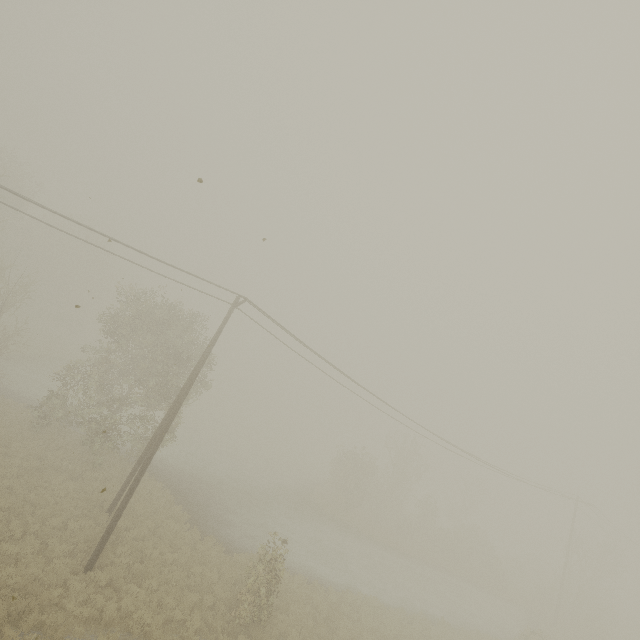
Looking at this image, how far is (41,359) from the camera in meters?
37.1 m

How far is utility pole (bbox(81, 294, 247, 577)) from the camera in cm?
1241

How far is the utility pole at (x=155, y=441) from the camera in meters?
12.4 m
